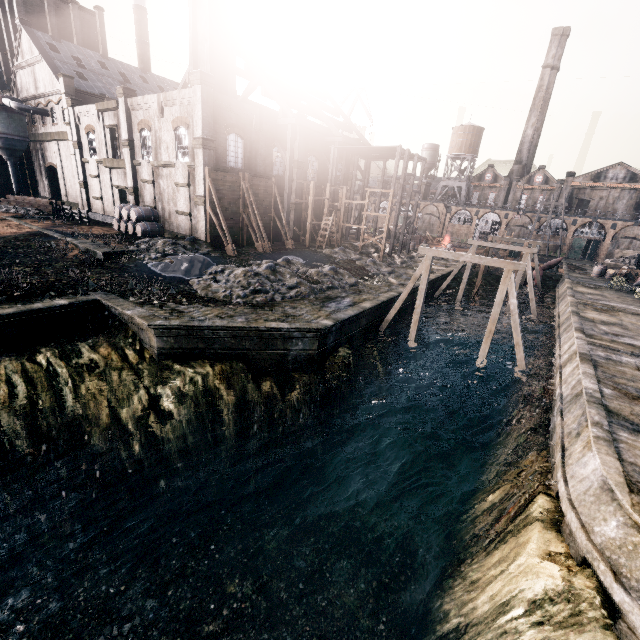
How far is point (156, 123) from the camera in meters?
30.1 m

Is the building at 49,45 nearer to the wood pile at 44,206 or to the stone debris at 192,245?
the wood pile at 44,206

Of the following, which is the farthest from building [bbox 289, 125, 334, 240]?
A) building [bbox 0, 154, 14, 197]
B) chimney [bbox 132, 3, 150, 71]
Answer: chimney [bbox 132, 3, 150, 71]

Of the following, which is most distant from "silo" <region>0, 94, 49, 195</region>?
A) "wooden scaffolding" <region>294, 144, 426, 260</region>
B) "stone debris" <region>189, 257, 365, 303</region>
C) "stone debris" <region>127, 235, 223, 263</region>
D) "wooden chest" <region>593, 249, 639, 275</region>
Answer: "wooden chest" <region>593, 249, 639, 275</region>

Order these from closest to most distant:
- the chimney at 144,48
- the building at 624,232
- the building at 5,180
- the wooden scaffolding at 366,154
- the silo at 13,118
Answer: the wooden scaffolding at 366,154
the silo at 13,118
the building at 5,180
the chimney at 144,48
the building at 624,232

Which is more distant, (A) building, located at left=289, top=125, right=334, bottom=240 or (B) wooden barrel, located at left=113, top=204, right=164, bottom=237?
(A) building, located at left=289, top=125, right=334, bottom=240

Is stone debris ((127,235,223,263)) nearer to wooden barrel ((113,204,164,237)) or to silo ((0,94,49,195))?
wooden barrel ((113,204,164,237))

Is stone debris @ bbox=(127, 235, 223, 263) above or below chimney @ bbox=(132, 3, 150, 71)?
below
